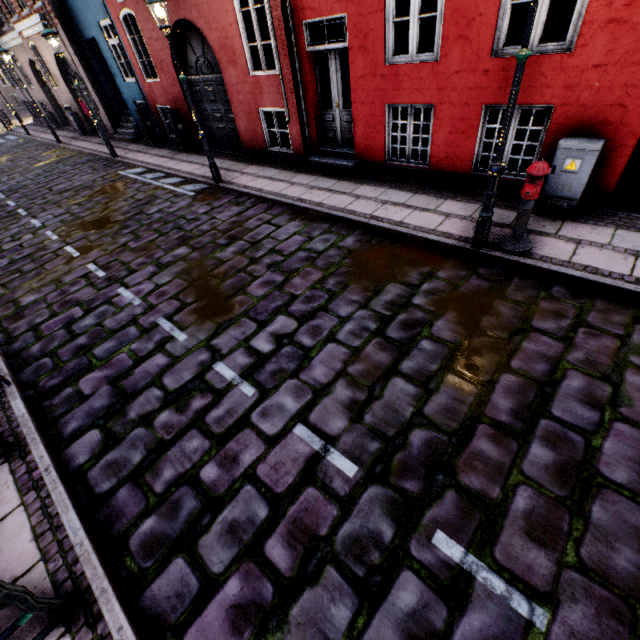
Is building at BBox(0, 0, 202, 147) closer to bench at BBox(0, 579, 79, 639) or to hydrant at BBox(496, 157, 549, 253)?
hydrant at BBox(496, 157, 549, 253)

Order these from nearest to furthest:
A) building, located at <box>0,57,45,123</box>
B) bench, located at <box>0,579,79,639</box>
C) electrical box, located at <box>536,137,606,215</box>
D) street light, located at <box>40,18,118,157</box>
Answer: bench, located at <box>0,579,79,639</box>, electrical box, located at <box>536,137,606,215</box>, street light, located at <box>40,18,118,157</box>, building, located at <box>0,57,45,123</box>

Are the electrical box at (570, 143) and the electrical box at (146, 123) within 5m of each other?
no

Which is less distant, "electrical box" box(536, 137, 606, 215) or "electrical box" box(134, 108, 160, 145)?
"electrical box" box(536, 137, 606, 215)

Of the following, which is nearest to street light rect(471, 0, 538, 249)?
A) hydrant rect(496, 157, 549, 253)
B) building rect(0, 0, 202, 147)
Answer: hydrant rect(496, 157, 549, 253)

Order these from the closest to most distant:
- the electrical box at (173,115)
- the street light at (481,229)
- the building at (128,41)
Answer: the street light at (481,229), the building at (128,41), the electrical box at (173,115)

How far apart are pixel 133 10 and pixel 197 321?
11.4m

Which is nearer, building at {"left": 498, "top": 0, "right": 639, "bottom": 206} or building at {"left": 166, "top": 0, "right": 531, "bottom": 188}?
building at {"left": 498, "top": 0, "right": 639, "bottom": 206}
